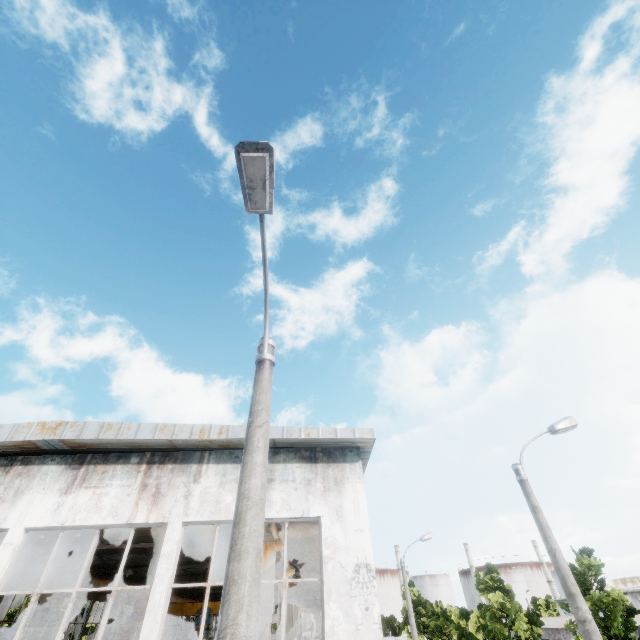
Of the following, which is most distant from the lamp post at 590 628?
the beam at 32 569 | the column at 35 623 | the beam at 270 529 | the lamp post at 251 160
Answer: the column at 35 623

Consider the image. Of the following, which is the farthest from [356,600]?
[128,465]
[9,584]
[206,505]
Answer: [9,584]

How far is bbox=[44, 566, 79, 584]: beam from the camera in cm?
1686

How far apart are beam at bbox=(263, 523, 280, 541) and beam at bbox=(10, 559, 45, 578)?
11.86m

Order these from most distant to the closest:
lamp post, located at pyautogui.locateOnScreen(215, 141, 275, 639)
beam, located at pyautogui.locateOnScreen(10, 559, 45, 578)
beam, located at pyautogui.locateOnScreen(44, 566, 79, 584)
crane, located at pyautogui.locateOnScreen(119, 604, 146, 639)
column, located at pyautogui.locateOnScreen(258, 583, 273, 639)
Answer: crane, located at pyautogui.locateOnScreen(119, 604, 146, 639), beam, located at pyautogui.locateOnScreen(44, 566, 79, 584), beam, located at pyautogui.locateOnScreen(10, 559, 45, 578), column, located at pyautogui.locateOnScreen(258, 583, 273, 639), lamp post, located at pyautogui.locateOnScreen(215, 141, 275, 639)

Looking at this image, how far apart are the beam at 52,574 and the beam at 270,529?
11.9 meters

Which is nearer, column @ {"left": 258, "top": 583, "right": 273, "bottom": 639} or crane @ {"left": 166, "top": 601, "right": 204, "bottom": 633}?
column @ {"left": 258, "top": 583, "right": 273, "bottom": 639}

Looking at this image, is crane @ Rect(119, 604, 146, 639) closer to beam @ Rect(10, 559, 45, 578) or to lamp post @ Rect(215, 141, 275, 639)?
beam @ Rect(10, 559, 45, 578)
